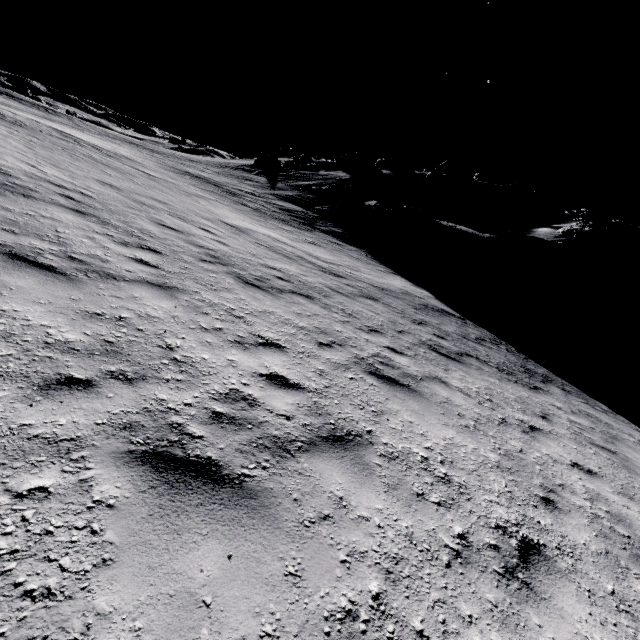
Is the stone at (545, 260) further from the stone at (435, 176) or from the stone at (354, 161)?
the stone at (354, 161)

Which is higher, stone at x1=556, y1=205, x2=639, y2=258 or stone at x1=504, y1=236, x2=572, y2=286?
stone at x1=556, y1=205, x2=639, y2=258

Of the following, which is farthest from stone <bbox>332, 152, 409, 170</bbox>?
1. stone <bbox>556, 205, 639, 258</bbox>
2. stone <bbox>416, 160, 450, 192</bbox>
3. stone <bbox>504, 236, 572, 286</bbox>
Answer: stone <bbox>556, 205, 639, 258</bbox>

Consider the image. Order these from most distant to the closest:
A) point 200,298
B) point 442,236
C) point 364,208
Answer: point 364,208
point 442,236
point 200,298

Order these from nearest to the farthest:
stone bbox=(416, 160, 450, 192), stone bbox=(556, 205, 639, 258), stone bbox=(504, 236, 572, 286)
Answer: stone bbox=(504, 236, 572, 286) < stone bbox=(556, 205, 639, 258) < stone bbox=(416, 160, 450, 192)

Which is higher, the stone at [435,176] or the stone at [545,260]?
the stone at [435,176]

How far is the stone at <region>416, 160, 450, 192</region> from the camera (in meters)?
40.28

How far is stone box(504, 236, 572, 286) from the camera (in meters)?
22.89
